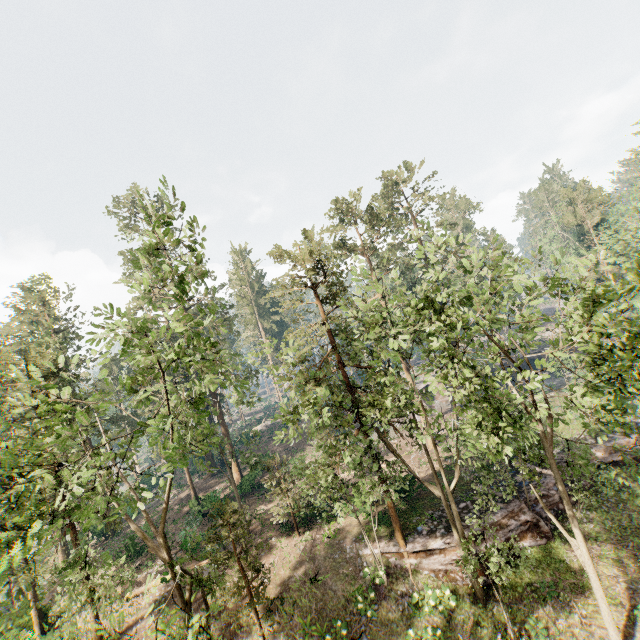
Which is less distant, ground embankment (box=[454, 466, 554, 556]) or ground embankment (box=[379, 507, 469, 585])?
ground embankment (box=[379, 507, 469, 585])

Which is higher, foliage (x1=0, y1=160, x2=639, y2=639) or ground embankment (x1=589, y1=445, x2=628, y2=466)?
foliage (x1=0, y1=160, x2=639, y2=639)

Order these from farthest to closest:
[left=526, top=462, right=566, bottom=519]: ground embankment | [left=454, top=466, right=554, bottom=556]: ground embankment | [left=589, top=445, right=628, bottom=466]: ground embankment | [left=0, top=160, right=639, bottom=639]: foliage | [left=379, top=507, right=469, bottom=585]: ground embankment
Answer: [left=589, top=445, right=628, bottom=466]: ground embankment < [left=526, top=462, right=566, bottom=519]: ground embankment < [left=454, top=466, right=554, bottom=556]: ground embankment < [left=379, top=507, right=469, bottom=585]: ground embankment < [left=0, top=160, right=639, bottom=639]: foliage

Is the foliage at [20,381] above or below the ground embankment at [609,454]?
above

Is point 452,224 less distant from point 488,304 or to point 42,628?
point 488,304

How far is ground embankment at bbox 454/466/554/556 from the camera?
19.81m
